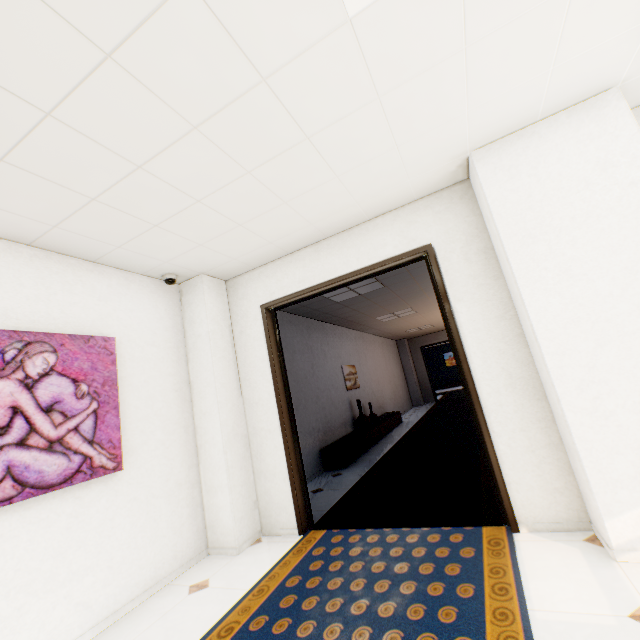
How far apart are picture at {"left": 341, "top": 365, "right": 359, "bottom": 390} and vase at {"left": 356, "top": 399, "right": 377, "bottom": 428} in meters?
0.4

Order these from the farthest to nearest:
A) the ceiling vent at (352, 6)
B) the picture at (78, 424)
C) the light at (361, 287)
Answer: the light at (361, 287) → the picture at (78, 424) → the ceiling vent at (352, 6)

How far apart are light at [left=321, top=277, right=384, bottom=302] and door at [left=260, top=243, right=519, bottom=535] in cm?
114

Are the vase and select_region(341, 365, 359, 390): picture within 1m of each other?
yes

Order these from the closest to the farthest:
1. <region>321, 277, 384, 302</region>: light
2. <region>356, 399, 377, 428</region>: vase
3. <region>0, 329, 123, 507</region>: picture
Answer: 1. <region>0, 329, 123, 507</region>: picture
2. <region>321, 277, 384, 302</region>: light
3. <region>356, 399, 377, 428</region>: vase

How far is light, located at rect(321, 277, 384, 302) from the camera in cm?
545

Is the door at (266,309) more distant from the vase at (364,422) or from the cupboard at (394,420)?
the vase at (364,422)

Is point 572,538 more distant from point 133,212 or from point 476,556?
point 133,212
